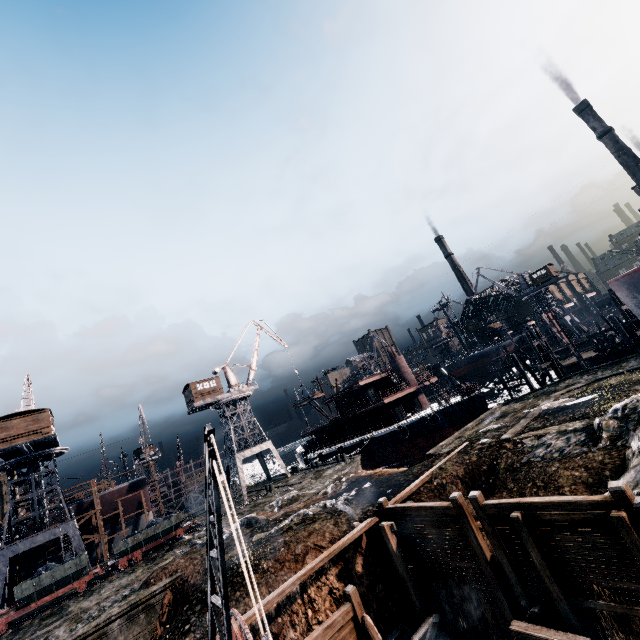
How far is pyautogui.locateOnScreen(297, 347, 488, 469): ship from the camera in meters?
36.9 m

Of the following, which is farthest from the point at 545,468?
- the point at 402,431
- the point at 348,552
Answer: the point at 402,431

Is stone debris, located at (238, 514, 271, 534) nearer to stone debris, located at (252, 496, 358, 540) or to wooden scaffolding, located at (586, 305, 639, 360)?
stone debris, located at (252, 496, 358, 540)

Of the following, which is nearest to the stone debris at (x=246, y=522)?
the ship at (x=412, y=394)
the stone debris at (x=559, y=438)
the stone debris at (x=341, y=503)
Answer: the stone debris at (x=341, y=503)

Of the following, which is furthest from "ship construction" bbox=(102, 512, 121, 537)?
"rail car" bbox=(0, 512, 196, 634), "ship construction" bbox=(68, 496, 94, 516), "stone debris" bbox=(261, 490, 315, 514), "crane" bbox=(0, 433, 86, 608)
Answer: "stone debris" bbox=(261, 490, 315, 514)

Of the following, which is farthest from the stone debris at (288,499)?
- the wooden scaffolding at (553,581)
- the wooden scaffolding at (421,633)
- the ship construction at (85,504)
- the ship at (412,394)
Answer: the ship construction at (85,504)

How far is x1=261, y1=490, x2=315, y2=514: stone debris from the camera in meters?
26.6 m

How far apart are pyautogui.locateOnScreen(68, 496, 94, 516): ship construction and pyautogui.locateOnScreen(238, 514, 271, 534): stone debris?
32.09m
